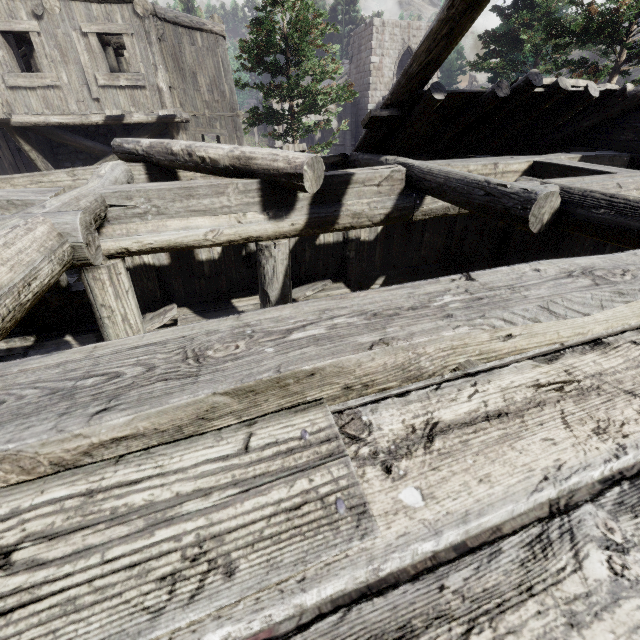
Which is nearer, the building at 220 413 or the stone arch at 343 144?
the building at 220 413

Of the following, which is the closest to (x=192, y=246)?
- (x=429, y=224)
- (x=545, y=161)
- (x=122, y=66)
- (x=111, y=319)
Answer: (x=111, y=319)

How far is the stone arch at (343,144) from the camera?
27.09m

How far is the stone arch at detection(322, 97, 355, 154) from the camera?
27.09m

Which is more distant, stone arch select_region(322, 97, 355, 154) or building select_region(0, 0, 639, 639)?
stone arch select_region(322, 97, 355, 154)
